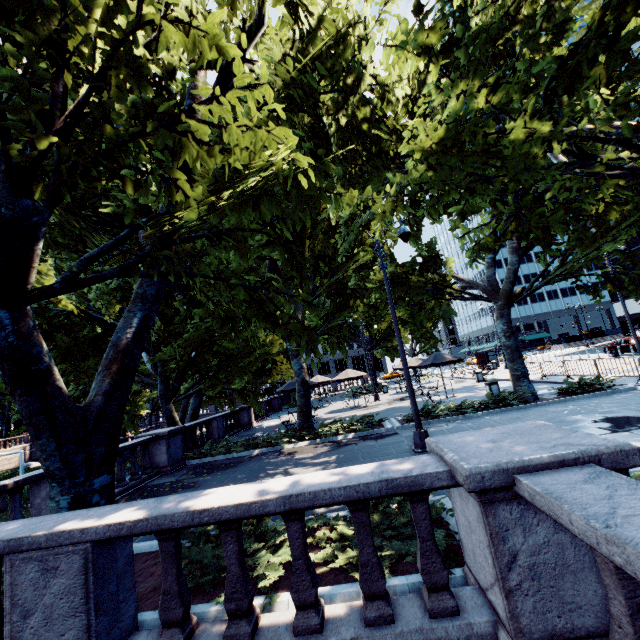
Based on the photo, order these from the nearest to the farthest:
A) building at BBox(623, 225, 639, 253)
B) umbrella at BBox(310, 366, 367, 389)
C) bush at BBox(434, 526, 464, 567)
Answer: bush at BBox(434, 526, 464, 567) → umbrella at BBox(310, 366, 367, 389) → building at BBox(623, 225, 639, 253)

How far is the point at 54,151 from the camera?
18.1 meters

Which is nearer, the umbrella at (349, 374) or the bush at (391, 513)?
the bush at (391, 513)

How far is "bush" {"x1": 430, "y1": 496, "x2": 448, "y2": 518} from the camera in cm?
455

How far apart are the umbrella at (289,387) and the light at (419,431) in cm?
1022

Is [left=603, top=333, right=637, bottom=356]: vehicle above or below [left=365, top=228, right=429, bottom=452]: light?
above

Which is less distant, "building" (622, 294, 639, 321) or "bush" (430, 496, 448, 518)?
"bush" (430, 496, 448, 518)
